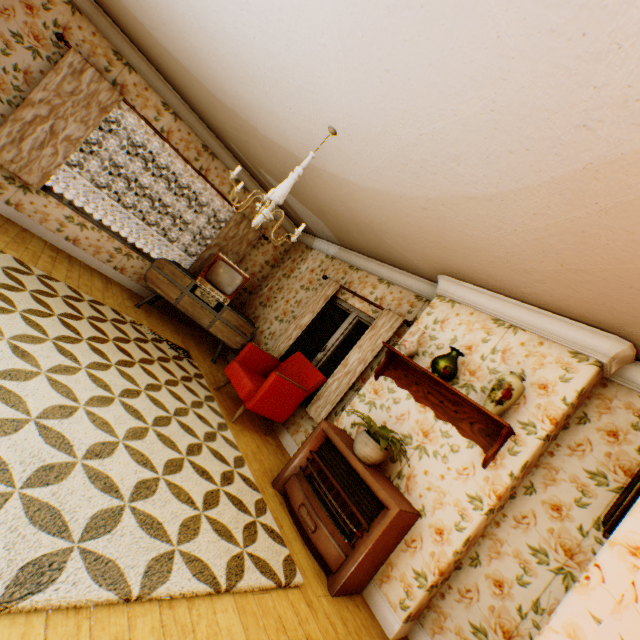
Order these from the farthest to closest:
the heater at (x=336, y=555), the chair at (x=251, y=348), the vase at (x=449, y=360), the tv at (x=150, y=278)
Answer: the tv at (x=150, y=278) → the chair at (x=251, y=348) → the vase at (x=449, y=360) → the heater at (x=336, y=555)

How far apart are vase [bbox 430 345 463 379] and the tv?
3.4 meters

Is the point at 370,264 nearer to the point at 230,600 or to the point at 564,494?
the point at 564,494

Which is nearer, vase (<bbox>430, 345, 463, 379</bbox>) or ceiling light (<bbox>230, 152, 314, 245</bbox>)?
ceiling light (<bbox>230, 152, 314, 245</bbox>)

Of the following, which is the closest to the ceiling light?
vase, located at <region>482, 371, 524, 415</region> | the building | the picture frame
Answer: the building

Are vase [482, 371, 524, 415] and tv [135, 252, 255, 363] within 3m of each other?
no

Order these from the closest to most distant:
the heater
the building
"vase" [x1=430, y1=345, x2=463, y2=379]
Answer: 1. the building
2. the heater
3. "vase" [x1=430, y1=345, x2=463, y2=379]

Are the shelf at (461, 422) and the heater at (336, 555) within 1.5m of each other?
yes
